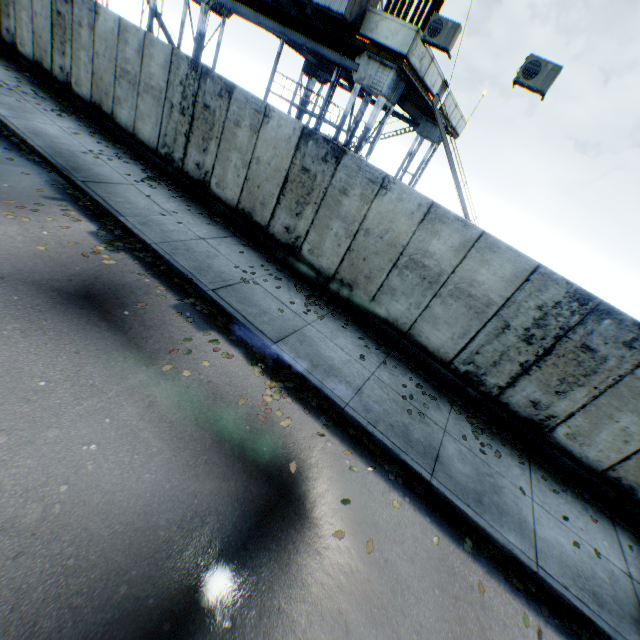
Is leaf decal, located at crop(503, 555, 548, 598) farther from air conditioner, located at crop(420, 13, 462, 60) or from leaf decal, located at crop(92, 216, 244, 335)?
air conditioner, located at crop(420, 13, 462, 60)

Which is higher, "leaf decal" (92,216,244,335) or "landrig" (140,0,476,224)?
"landrig" (140,0,476,224)

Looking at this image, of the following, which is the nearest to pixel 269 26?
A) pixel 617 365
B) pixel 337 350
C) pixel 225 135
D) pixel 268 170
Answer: pixel 225 135

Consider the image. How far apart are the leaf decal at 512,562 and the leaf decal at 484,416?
1.83m

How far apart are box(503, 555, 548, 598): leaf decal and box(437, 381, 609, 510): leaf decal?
1.8 meters

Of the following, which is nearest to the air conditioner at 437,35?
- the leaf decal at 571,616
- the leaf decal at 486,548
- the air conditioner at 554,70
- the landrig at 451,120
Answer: the landrig at 451,120

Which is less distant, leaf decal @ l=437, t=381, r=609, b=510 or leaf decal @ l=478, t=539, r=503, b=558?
leaf decal @ l=478, t=539, r=503, b=558

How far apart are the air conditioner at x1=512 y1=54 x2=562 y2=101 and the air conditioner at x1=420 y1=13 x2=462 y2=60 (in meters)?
1.83
